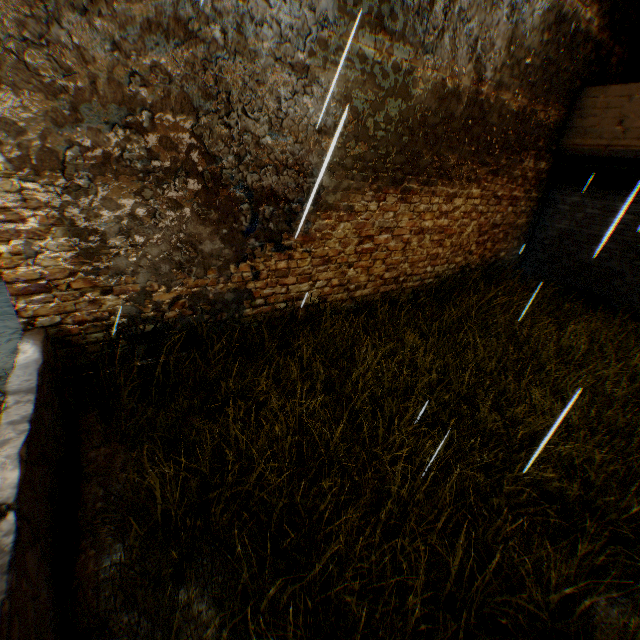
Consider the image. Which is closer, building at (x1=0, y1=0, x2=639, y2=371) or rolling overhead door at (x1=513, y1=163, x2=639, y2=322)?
building at (x1=0, y1=0, x2=639, y2=371)

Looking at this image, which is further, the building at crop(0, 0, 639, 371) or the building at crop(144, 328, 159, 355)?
the building at crop(144, 328, 159, 355)

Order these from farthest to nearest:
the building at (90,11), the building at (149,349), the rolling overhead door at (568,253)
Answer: the rolling overhead door at (568,253) < the building at (149,349) < the building at (90,11)

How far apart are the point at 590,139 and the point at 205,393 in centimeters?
964cm

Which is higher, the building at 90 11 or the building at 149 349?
the building at 90 11

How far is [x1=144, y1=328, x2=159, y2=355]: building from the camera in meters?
4.3

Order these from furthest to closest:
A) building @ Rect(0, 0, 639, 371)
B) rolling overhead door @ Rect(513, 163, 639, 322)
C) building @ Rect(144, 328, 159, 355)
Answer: rolling overhead door @ Rect(513, 163, 639, 322) → building @ Rect(144, 328, 159, 355) → building @ Rect(0, 0, 639, 371)
